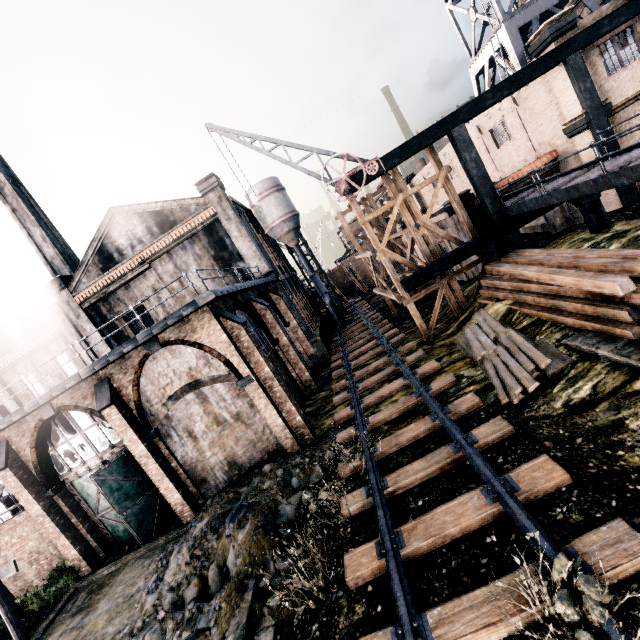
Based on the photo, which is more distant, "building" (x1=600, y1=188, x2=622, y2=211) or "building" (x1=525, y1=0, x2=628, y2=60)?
"building" (x1=600, y1=188, x2=622, y2=211)

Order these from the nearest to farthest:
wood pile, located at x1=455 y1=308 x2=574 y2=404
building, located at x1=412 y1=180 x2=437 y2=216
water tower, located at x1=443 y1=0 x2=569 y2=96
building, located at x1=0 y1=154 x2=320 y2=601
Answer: wood pile, located at x1=455 y1=308 x2=574 y2=404, building, located at x1=0 y1=154 x2=320 y2=601, water tower, located at x1=443 y1=0 x2=569 y2=96, building, located at x1=412 y1=180 x2=437 y2=216

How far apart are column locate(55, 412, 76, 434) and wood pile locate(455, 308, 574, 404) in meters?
24.3

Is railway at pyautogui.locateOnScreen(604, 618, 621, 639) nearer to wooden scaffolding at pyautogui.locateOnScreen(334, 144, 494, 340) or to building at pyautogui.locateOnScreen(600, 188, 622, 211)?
wooden scaffolding at pyautogui.locateOnScreen(334, 144, 494, 340)

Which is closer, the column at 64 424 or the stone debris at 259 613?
the stone debris at 259 613

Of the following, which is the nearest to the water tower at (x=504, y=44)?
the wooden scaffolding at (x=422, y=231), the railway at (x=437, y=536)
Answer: the wooden scaffolding at (x=422, y=231)

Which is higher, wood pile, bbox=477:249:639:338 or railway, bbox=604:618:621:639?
wood pile, bbox=477:249:639:338

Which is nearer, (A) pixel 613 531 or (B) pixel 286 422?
(A) pixel 613 531
